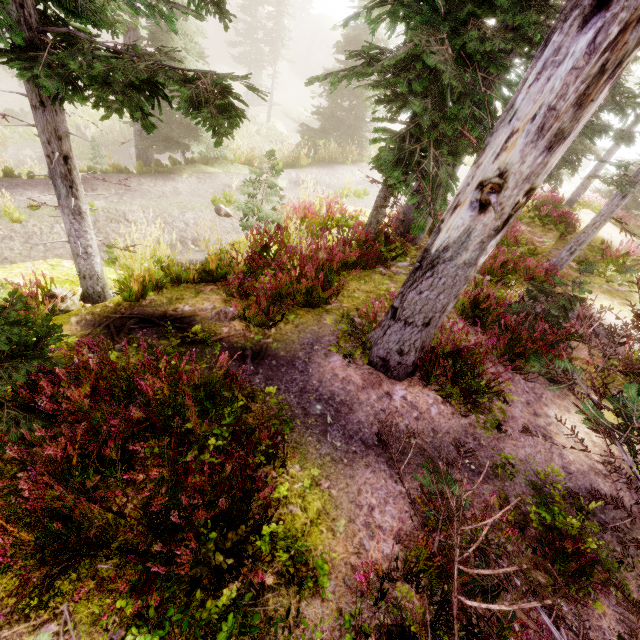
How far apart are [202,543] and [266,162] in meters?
15.6 m

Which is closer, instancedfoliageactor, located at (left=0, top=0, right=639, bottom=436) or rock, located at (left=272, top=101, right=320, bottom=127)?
instancedfoliageactor, located at (left=0, top=0, right=639, bottom=436)

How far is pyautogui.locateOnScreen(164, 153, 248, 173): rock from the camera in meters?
11.8

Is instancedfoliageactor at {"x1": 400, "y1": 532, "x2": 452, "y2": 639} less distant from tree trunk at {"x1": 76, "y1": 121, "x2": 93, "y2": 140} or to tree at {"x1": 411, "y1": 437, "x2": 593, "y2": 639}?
tree at {"x1": 411, "y1": 437, "x2": 593, "y2": 639}

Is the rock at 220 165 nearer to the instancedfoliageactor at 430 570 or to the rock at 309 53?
the instancedfoliageactor at 430 570

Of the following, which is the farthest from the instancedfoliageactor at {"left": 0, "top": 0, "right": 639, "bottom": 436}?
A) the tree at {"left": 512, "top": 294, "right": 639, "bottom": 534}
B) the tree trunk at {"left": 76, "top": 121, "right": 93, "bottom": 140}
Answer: the tree trunk at {"left": 76, "top": 121, "right": 93, "bottom": 140}

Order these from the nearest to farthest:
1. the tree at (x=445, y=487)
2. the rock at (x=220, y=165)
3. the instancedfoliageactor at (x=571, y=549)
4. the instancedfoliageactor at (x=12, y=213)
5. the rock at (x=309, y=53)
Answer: the tree at (x=445, y=487), the instancedfoliageactor at (x=571, y=549), the instancedfoliageactor at (x=12, y=213), the rock at (x=220, y=165), the rock at (x=309, y=53)

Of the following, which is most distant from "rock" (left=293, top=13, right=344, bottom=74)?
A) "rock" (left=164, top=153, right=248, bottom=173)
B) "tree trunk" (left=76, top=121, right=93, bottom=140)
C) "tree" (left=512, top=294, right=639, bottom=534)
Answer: "tree" (left=512, top=294, right=639, bottom=534)
